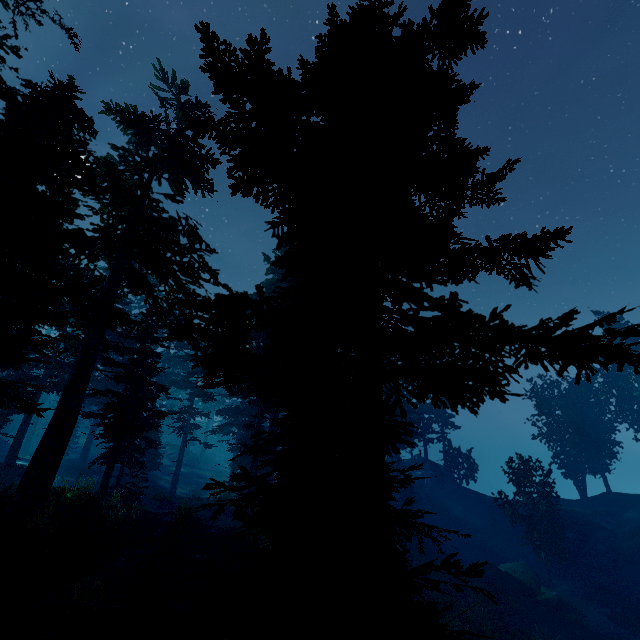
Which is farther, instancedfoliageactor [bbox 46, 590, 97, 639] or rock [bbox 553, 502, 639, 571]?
rock [bbox 553, 502, 639, 571]

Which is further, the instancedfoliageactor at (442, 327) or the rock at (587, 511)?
the rock at (587, 511)

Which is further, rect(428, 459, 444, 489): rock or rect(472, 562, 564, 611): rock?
rect(428, 459, 444, 489): rock

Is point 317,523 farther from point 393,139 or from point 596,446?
point 596,446

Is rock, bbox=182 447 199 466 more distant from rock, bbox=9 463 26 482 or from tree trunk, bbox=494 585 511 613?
tree trunk, bbox=494 585 511 613

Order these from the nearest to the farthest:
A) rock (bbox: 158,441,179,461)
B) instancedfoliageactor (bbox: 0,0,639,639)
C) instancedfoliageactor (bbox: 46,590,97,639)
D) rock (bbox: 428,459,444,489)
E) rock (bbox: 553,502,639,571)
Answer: instancedfoliageactor (bbox: 0,0,639,639), instancedfoliageactor (bbox: 46,590,97,639), rock (bbox: 553,502,639,571), rock (bbox: 428,459,444,489), rock (bbox: 158,441,179,461)

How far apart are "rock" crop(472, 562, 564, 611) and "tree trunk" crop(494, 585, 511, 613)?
0.5 meters

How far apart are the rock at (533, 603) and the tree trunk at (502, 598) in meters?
0.5
